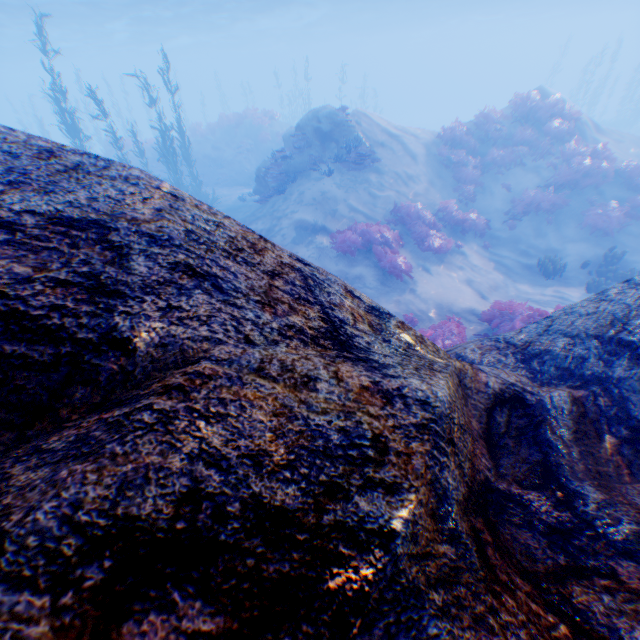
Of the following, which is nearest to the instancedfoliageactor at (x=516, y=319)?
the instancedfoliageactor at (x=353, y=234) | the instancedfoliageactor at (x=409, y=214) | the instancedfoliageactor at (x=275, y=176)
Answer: the instancedfoliageactor at (x=353, y=234)

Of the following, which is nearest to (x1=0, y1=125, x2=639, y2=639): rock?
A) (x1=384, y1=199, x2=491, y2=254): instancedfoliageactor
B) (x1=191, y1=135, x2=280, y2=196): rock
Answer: (x1=384, y1=199, x2=491, y2=254): instancedfoliageactor

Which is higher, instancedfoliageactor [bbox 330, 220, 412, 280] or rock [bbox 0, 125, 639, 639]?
rock [bbox 0, 125, 639, 639]

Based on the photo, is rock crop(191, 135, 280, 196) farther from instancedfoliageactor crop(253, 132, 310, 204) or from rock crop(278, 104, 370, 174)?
instancedfoliageactor crop(253, 132, 310, 204)

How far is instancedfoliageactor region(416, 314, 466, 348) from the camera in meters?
8.2 m

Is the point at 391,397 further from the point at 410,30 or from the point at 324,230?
the point at 410,30

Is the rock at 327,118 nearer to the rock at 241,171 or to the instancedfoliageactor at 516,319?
the instancedfoliageactor at 516,319

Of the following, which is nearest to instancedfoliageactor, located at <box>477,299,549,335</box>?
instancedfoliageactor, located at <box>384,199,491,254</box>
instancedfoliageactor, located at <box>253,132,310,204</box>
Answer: instancedfoliageactor, located at <box>384,199,491,254</box>
